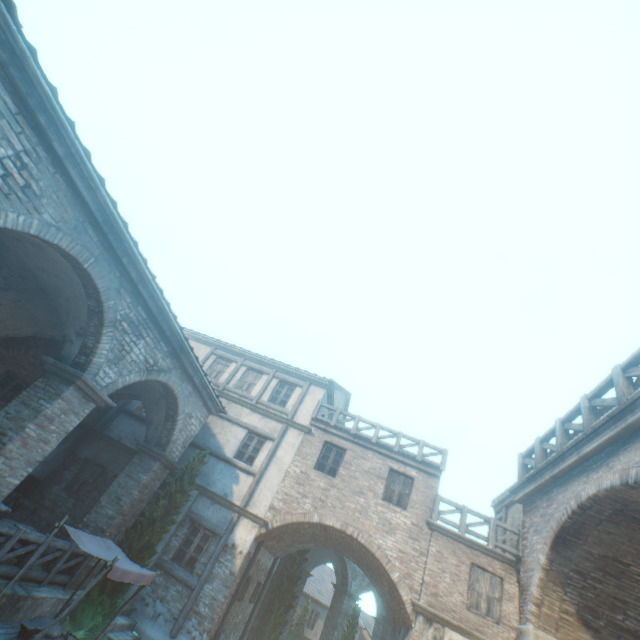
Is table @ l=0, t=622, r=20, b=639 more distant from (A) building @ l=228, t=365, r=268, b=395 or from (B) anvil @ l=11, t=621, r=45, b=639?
(A) building @ l=228, t=365, r=268, b=395

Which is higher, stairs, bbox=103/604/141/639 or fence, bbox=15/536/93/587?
fence, bbox=15/536/93/587

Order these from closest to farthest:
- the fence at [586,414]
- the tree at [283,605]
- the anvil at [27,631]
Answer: the fence at [586,414]
the anvil at [27,631]
the tree at [283,605]

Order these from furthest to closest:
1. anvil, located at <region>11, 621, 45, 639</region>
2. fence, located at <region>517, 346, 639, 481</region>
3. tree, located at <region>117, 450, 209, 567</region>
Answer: tree, located at <region>117, 450, 209, 567</region> → anvil, located at <region>11, 621, 45, 639</region> → fence, located at <region>517, 346, 639, 481</region>

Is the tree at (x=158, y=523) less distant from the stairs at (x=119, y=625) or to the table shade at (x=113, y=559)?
the stairs at (x=119, y=625)

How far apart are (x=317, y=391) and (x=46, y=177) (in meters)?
13.05

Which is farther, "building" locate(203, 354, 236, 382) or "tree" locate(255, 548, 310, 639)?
"building" locate(203, 354, 236, 382)

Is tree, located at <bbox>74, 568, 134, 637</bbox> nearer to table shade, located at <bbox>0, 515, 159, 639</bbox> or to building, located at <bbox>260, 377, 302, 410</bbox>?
building, located at <bbox>260, 377, 302, 410</bbox>
